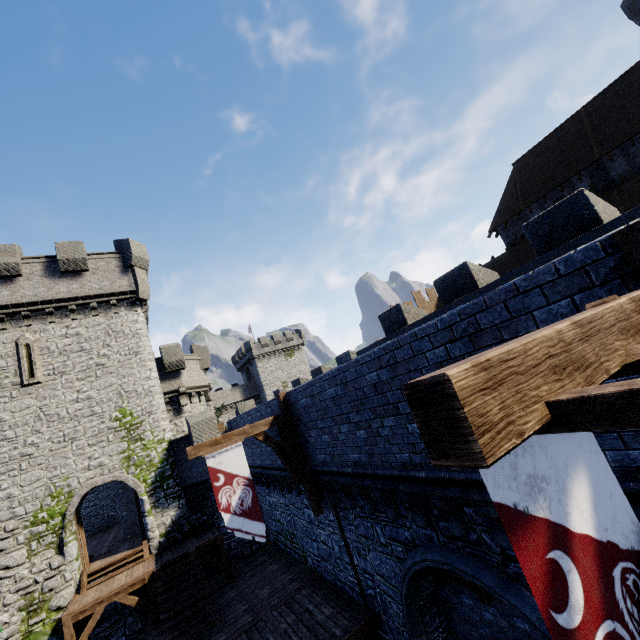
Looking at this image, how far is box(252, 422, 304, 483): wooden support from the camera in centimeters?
1036cm

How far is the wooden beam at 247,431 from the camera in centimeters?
934cm

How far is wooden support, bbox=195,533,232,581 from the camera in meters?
14.8

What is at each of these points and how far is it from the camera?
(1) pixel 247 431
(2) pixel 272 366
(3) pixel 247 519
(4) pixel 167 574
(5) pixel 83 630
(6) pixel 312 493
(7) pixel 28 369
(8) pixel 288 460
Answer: (1) wooden beam, 10.16m
(2) building, 56.62m
(3) flag, 9.07m
(4) stairs, 13.74m
(5) wooden support, 13.48m
(6) wooden post, 10.28m
(7) window slit, 16.45m
(8) wooden support, 10.55m

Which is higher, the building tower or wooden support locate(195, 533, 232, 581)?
the building tower

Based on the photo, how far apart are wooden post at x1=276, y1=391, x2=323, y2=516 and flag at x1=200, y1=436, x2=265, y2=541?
1.6 meters

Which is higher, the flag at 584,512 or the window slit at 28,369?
the window slit at 28,369

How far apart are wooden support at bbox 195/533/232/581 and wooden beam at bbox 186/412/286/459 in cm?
851
